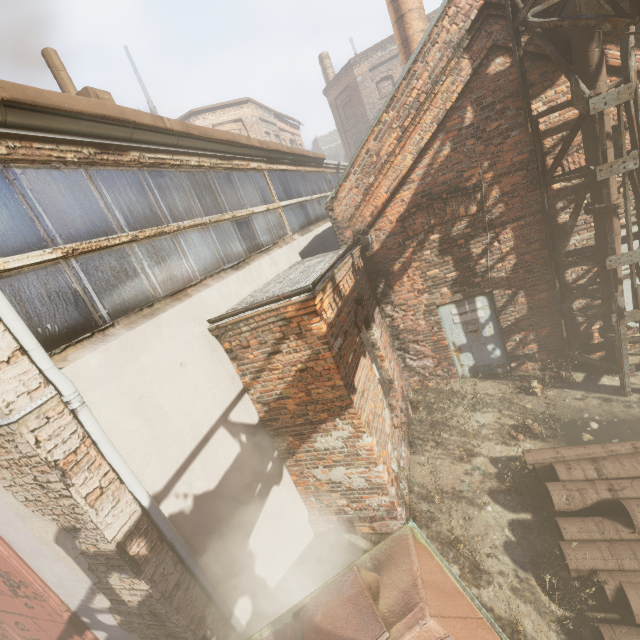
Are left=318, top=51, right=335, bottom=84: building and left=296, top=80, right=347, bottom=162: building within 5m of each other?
no

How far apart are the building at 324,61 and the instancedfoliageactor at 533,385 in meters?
29.5

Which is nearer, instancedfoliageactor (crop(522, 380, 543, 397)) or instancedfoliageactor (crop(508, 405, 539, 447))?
instancedfoliageactor (crop(508, 405, 539, 447))

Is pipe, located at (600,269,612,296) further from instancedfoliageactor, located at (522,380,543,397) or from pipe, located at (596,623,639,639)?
pipe, located at (596,623,639,639)

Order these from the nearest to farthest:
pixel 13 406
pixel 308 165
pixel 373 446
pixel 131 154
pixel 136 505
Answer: pixel 13 406 → pixel 136 505 → pixel 131 154 → pixel 373 446 → pixel 308 165

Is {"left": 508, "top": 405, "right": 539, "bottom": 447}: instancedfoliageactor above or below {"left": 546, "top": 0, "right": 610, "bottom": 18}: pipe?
below

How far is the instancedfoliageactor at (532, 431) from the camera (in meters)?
5.45

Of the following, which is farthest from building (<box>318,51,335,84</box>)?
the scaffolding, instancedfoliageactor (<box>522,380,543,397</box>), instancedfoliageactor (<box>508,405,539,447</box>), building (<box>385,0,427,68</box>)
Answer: instancedfoliageactor (<box>508,405,539,447</box>)
